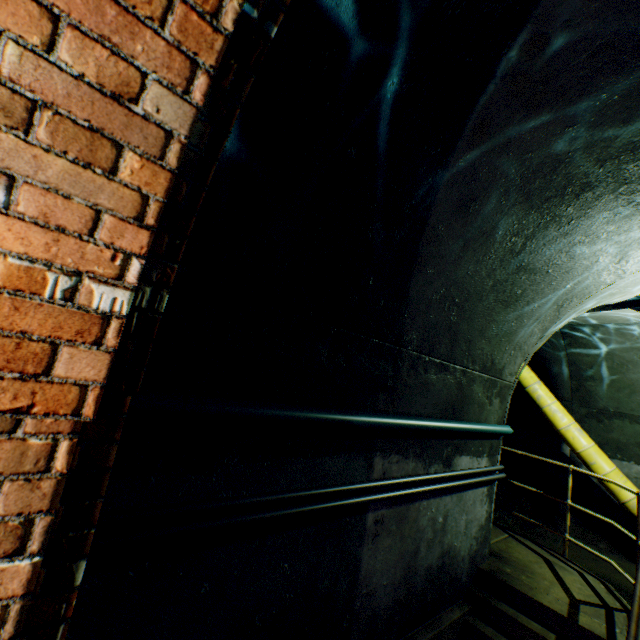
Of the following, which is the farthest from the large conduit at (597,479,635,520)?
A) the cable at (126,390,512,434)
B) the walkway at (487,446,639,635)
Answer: the cable at (126,390,512,434)

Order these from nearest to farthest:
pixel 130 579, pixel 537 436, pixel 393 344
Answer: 1. pixel 130 579
2. pixel 393 344
3. pixel 537 436

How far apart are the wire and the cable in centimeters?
14cm

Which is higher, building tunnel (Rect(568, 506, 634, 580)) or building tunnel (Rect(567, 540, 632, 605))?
building tunnel (Rect(568, 506, 634, 580))

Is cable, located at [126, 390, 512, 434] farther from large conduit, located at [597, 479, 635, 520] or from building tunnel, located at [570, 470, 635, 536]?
large conduit, located at [597, 479, 635, 520]

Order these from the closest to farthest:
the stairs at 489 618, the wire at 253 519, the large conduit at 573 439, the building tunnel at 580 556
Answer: the wire at 253 519 → the stairs at 489 618 → the building tunnel at 580 556 → the large conduit at 573 439

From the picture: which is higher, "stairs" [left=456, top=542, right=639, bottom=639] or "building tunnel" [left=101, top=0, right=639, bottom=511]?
"building tunnel" [left=101, top=0, right=639, bottom=511]

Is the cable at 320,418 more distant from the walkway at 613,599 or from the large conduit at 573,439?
the large conduit at 573,439
